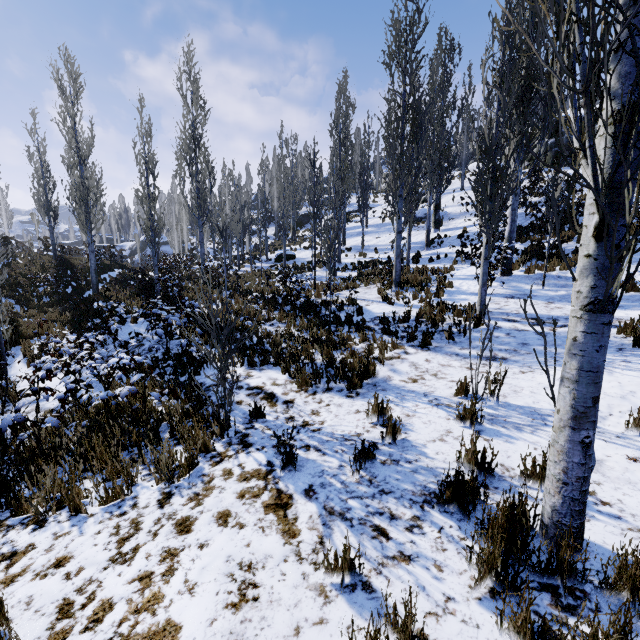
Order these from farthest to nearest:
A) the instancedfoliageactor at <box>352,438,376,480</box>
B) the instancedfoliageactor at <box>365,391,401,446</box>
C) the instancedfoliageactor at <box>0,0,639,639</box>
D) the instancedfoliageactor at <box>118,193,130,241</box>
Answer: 1. the instancedfoliageactor at <box>118,193,130,241</box>
2. the instancedfoliageactor at <box>365,391,401,446</box>
3. the instancedfoliageactor at <box>352,438,376,480</box>
4. the instancedfoliageactor at <box>0,0,639,639</box>

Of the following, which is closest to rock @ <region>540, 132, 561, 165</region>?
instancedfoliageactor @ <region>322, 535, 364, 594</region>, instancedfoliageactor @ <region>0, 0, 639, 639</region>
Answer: instancedfoliageactor @ <region>0, 0, 639, 639</region>

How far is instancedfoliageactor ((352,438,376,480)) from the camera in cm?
340

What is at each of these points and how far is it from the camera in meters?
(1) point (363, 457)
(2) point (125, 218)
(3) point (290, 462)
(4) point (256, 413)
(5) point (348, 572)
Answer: (1) instancedfoliageactor, 3.4 m
(2) instancedfoliageactor, 57.3 m
(3) instancedfoliageactor, 3.7 m
(4) instancedfoliageactor, 5.2 m
(5) instancedfoliageactor, 2.3 m

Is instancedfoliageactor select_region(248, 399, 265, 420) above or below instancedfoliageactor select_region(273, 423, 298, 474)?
below

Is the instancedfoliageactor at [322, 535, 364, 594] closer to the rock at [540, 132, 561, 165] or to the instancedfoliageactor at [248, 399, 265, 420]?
the instancedfoliageactor at [248, 399, 265, 420]

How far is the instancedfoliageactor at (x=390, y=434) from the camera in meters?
4.0 m

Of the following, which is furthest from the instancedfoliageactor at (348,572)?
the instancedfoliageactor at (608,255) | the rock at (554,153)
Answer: the rock at (554,153)
